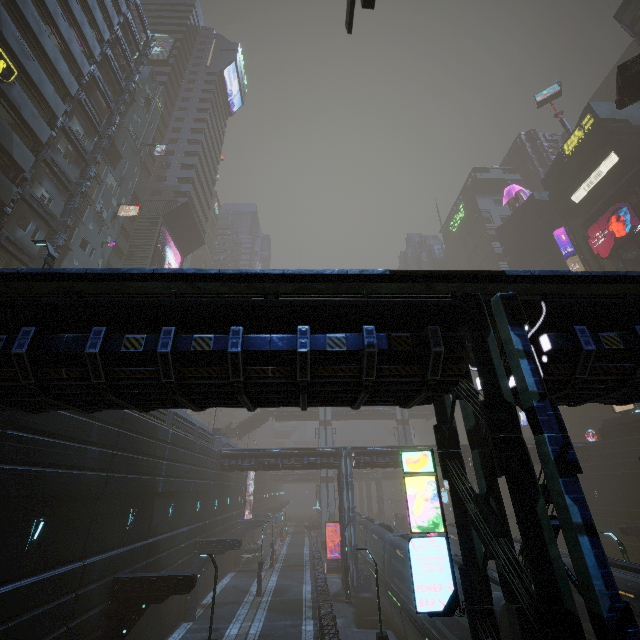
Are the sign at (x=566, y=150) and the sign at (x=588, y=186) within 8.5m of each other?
yes

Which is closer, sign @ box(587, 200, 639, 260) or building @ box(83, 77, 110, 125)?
building @ box(83, 77, 110, 125)

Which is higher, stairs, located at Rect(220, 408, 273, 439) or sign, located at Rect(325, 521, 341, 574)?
stairs, located at Rect(220, 408, 273, 439)

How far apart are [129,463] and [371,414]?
49.0m

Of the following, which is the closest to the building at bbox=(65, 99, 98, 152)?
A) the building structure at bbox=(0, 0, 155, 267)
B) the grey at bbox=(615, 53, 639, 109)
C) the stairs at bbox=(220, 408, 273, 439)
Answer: the building structure at bbox=(0, 0, 155, 267)

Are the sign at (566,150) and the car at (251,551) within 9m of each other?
no

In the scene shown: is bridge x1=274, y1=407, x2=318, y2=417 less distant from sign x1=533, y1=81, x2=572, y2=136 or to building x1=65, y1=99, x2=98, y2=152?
building x1=65, y1=99, x2=98, y2=152
